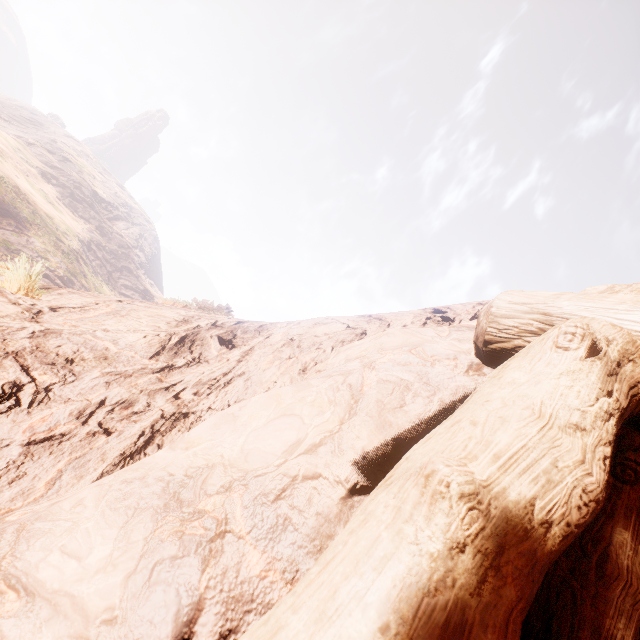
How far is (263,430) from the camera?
1.2m
